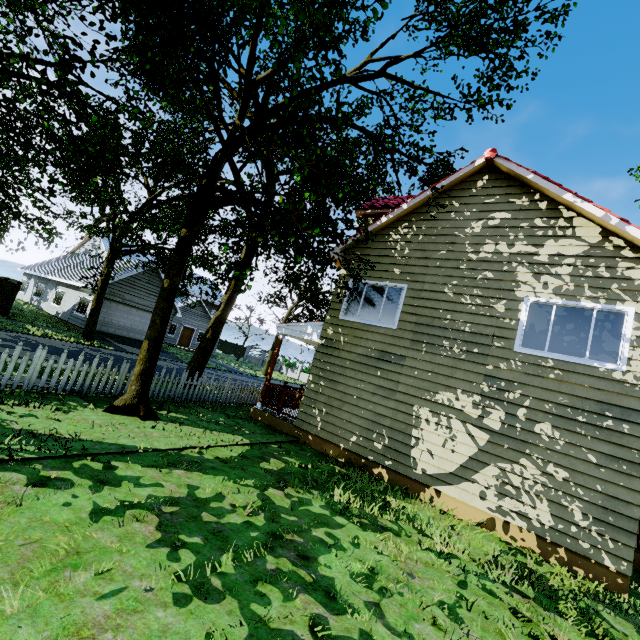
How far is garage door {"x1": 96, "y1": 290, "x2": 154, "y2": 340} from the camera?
23.1m

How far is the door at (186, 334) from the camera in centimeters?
3378cm

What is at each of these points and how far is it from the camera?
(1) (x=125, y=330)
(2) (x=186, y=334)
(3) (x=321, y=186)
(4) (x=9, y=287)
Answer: (1) garage door, 24.5 meters
(2) door, 34.3 meters
(3) tree, 4.9 meters
(4) fence, 18.8 meters

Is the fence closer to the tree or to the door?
the tree

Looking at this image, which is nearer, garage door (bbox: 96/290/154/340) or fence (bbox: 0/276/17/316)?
fence (bbox: 0/276/17/316)

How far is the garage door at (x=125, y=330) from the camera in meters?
23.1 m

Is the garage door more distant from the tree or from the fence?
the fence
